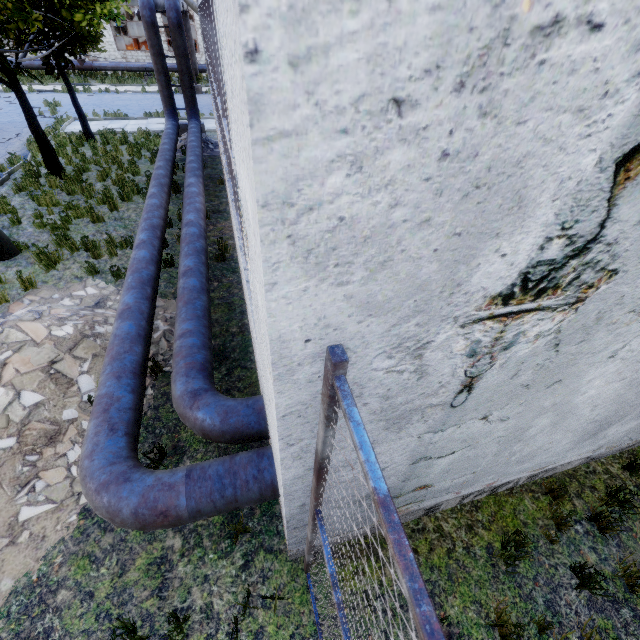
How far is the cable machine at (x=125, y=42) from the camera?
31.80m

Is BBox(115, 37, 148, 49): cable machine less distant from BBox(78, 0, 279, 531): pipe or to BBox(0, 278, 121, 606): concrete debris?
BBox(78, 0, 279, 531): pipe

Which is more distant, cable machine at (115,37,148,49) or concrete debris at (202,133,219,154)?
cable machine at (115,37,148,49)

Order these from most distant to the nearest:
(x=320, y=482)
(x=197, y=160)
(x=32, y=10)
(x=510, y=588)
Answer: (x=197, y=160)
(x=32, y=10)
(x=510, y=588)
(x=320, y=482)

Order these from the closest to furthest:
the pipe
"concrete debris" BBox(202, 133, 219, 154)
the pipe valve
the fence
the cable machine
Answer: the fence
the pipe
"concrete debris" BBox(202, 133, 219, 154)
the pipe valve
the cable machine

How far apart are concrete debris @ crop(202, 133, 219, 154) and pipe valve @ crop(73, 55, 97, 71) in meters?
19.3

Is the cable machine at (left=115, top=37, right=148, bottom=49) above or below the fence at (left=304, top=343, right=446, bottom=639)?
below

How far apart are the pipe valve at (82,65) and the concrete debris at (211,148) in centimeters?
1926cm
